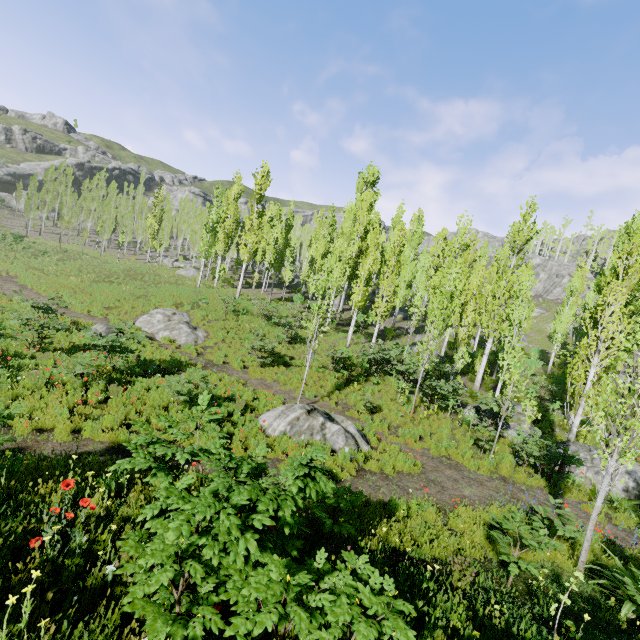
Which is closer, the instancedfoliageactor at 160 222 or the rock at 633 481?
the rock at 633 481

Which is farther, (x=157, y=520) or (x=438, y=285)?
(x=438, y=285)

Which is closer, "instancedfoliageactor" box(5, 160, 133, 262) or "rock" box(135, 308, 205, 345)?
"rock" box(135, 308, 205, 345)

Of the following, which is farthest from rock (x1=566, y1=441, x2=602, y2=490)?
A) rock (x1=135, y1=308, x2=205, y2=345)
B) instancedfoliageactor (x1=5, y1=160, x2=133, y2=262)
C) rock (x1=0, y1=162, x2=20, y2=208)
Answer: rock (x1=135, y1=308, x2=205, y2=345)

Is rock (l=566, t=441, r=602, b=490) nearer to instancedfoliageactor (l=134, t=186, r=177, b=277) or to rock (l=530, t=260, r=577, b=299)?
instancedfoliageactor (l=134, t=186, r=177, b=277)

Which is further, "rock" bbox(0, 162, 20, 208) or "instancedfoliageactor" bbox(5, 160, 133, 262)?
"rock" bbox(0, 162, 20, 208)

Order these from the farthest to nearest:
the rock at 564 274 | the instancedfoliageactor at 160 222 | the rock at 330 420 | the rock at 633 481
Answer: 1. the rock at 564 274
2. the instancedfoliageactor at 160 222
3. the rock at 633 481
4. the rock at 330 420
